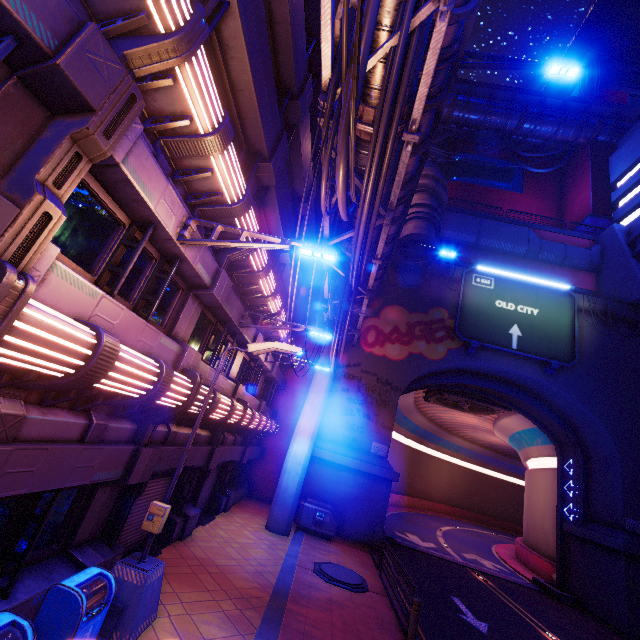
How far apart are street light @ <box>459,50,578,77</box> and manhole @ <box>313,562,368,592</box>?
16.8m

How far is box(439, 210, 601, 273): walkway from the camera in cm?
2580

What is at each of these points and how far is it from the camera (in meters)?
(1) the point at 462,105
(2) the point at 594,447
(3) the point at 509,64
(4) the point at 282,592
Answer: (1) walkway, 37.25
(2) wall arch, 20.61
(3) street light, 9.21
(4) beam, 9.25

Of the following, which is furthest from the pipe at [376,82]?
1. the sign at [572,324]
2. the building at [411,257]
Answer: the sign at [572,324]

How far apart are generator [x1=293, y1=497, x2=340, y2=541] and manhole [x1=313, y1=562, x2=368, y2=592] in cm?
309

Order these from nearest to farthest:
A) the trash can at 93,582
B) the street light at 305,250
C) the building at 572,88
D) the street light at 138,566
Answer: the trash can at 93,582 → the street light at 138,566 → the street light at 305,250 → the building at 572,88

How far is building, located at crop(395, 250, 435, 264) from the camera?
20.8m

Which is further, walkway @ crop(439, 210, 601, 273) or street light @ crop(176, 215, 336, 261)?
walkway @ crop(439, 210, 601, 273)
